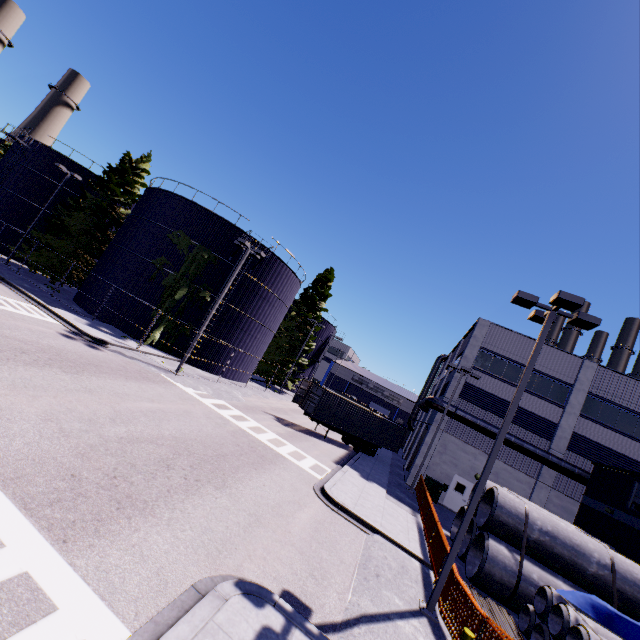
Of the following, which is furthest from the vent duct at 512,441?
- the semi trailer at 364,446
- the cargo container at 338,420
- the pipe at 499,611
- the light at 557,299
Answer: the light at 557,299

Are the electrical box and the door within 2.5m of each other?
yes

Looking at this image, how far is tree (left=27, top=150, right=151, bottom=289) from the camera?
29.4m

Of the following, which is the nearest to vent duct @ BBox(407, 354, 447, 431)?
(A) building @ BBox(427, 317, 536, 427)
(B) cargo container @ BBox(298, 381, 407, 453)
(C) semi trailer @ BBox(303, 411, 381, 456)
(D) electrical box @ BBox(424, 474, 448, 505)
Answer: (A) building @ BBox(427, 317, 536, 427)

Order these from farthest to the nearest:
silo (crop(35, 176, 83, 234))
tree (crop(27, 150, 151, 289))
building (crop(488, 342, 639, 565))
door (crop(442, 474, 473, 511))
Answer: silo (crop(35, 176, 83, 234)), tree (crop(27, 150, 151, 289)), door (crop(442, 474, 473, 511)), building (crop(488, 342, 639, 565))

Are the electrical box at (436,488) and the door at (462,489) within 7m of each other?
yes

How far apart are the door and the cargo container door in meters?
11.9 m

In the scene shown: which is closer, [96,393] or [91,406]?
[91,406]
